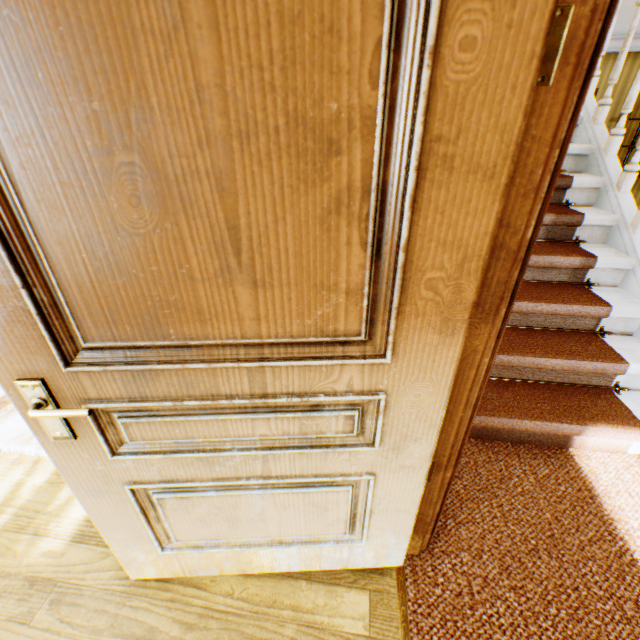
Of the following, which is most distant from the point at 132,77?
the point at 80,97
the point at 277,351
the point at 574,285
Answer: the point at 574,285
